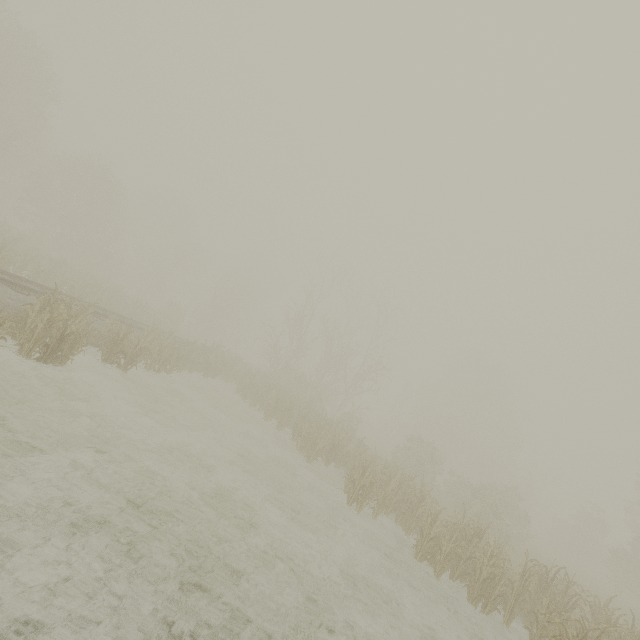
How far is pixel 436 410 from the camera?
44.6 meters
